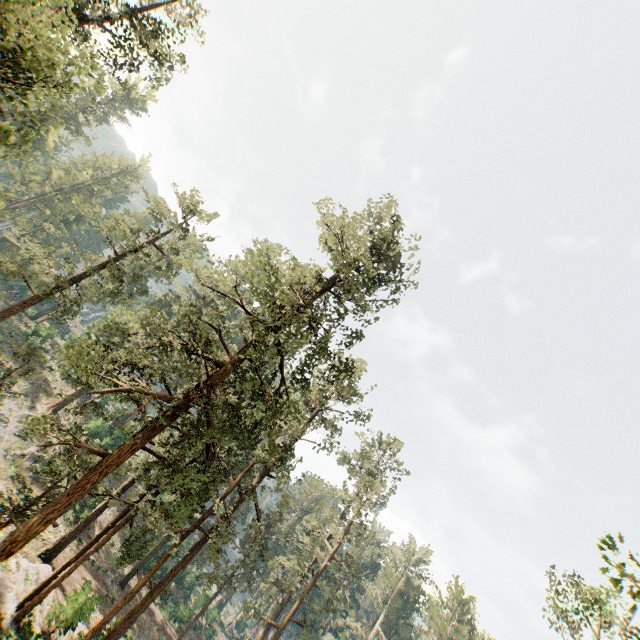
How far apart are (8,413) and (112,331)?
21.2m
